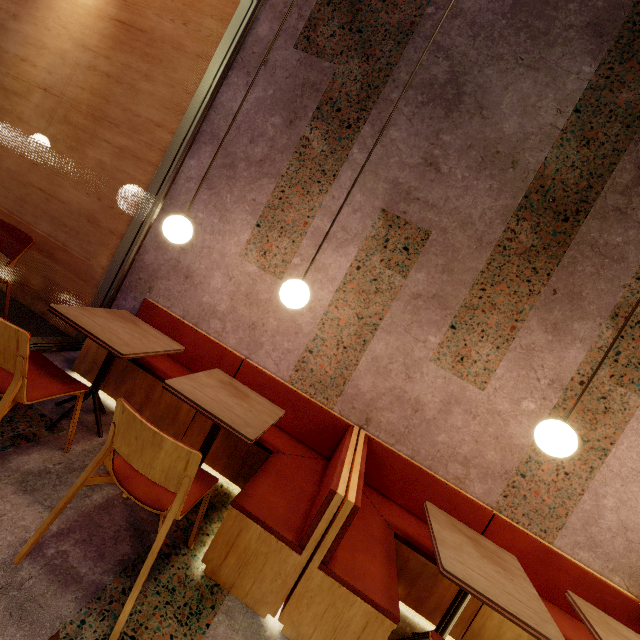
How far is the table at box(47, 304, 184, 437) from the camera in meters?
2.0 m

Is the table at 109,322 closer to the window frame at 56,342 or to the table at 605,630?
the window frame at 56,342

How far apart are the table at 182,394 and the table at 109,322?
0.51m

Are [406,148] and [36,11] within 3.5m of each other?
no

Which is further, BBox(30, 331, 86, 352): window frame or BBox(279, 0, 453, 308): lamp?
BBox(30, 331, 86, 352): window frame

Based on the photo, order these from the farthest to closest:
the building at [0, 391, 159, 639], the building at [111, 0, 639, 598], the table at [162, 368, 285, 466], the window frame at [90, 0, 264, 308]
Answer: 1. the window frame at [90, 0, 264, 308]
2. the building at [111, 0, 639, 598]
3. the table at [162, 368, 285, 466]
4. the building at [0, 391, 159, 639]

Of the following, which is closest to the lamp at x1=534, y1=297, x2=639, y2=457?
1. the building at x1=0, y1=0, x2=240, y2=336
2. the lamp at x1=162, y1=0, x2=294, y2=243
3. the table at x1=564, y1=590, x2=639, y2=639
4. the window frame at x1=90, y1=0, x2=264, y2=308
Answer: the building at x1=0, y1=0, x2=240, y2=336

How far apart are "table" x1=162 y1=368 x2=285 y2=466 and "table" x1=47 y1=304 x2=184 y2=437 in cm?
51
